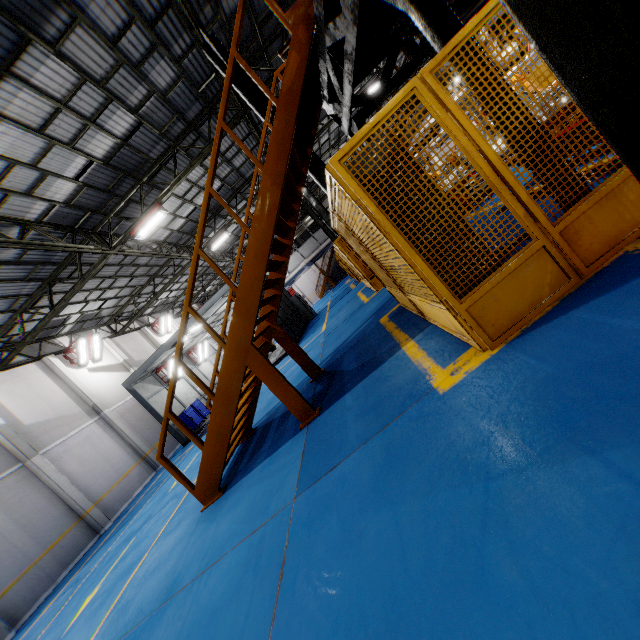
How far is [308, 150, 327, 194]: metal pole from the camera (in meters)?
8.43

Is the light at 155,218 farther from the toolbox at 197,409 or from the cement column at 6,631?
the cement column at 6,631

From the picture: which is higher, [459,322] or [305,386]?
[459,322]

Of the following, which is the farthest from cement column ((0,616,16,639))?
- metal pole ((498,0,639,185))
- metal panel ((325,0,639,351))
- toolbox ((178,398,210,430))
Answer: metal pole ((498,0,639,185))

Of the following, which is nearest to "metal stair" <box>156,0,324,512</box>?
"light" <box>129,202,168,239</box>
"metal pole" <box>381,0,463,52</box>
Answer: "metal pole" <box>381,0,463,52</box>

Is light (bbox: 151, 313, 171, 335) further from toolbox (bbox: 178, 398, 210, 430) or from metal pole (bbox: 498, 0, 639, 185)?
metal pole (bbox: 498, 0, 639, 185)

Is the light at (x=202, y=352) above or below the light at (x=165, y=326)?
below

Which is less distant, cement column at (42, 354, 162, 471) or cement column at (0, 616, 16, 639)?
cement column at (0, 616, 16, 639)
